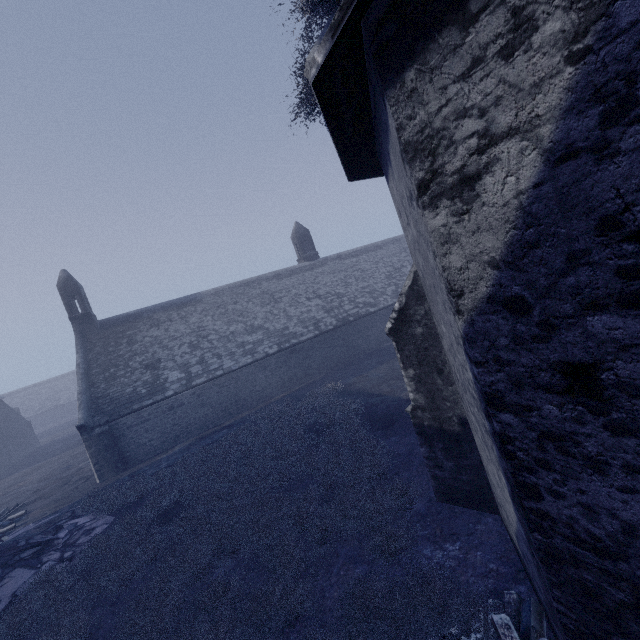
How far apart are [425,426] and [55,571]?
11.8 meters
